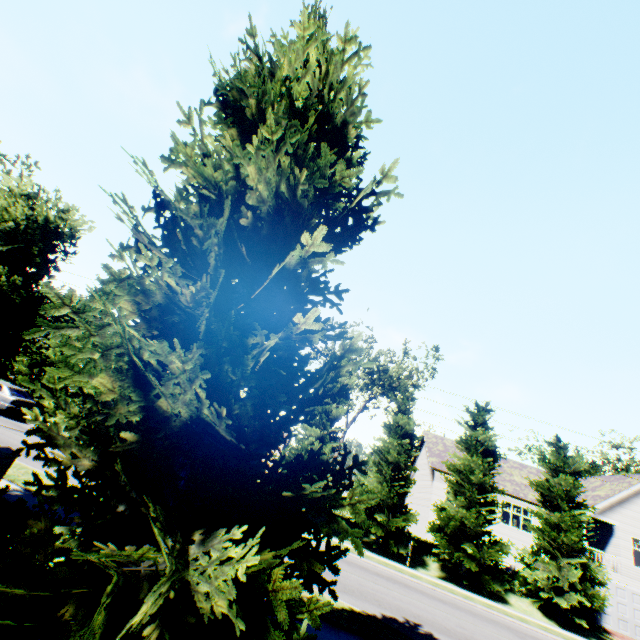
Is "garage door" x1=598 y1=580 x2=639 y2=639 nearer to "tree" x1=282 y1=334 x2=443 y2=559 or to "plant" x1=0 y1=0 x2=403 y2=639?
A: "tree" x1=282 y1=334 x2=443 y2=559

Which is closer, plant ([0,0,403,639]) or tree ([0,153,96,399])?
plant ([0,0,403,639])

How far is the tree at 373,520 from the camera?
20.6 meters

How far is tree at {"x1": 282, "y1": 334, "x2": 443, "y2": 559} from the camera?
20.56m

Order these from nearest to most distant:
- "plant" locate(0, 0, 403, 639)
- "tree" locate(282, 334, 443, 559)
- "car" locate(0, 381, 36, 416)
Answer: "plant" locate(0, 0, 403, 639), "car" locate(0, 381, 36, 416), "tree" locate(282, 334, 443, 559)

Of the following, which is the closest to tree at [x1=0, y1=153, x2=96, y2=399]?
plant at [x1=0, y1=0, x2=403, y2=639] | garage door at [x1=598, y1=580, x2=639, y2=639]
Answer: plant at [x1=0, y1=0, x2=403, y2=639]

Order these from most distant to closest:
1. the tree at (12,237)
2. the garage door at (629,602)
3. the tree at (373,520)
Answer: the garage door at (629,602) → the tree at (373,520) → the tree at (12,237)

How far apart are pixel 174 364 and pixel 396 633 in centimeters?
894cm
